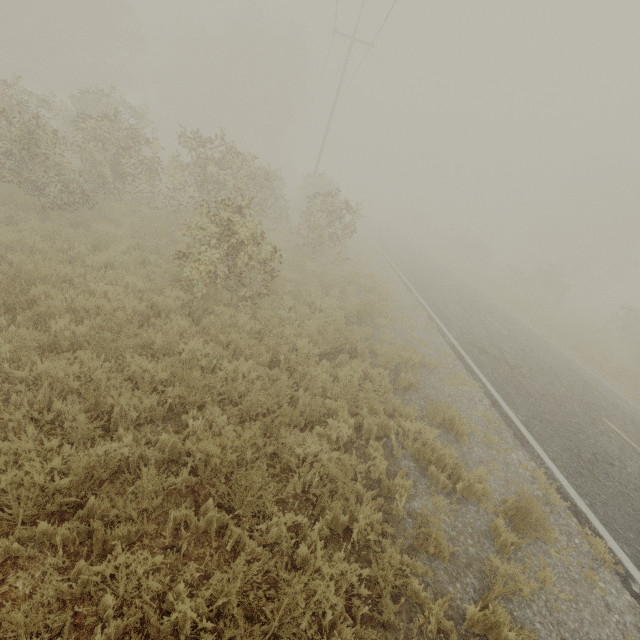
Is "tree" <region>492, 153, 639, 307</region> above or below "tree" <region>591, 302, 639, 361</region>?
above

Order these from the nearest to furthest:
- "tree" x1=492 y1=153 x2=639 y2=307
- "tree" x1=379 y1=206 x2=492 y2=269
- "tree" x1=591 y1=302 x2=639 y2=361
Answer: "tree" x1=591 y1=302 x2=639 y2=361
"tree" x1=492 y1=153 x2=639 y2=307
"tree" x1=379 y1=206 x2=492 y2=269

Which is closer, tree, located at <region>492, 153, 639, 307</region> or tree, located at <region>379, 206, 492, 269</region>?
tree, located at <region>492, 153, 639, 307</region>

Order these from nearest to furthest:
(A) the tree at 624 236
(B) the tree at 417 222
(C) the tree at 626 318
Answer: (C) the tree at 626 318, (A) the tree at 624 236, (B) the tree at 417 222

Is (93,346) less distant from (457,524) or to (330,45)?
(457,524)

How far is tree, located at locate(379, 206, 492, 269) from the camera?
36.3 meters

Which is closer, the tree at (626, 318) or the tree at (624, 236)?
the tree at (626, 318)
